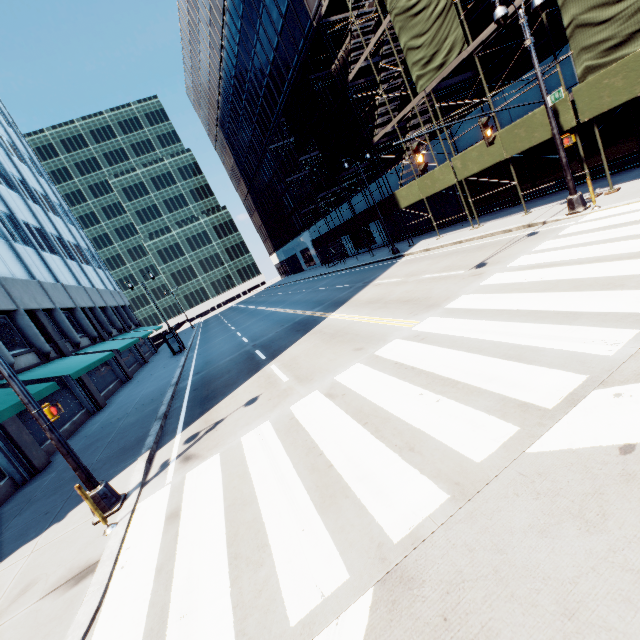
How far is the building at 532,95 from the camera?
15.5 meters

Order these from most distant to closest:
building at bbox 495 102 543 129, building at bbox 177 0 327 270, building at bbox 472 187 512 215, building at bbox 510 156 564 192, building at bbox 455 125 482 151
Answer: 1. building at bbox 177 0 327 270
2. building at bbox 472 187 512 215
3. building at bbox 455 125 482 151
4. building at bbox 510 156 564 192
5. building at bbox 495 102 543 129

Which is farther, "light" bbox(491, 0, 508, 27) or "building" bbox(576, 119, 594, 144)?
"building" bbox(576, 119, 594, 144)

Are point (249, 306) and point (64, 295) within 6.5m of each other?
no

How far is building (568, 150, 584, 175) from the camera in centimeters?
1534cm

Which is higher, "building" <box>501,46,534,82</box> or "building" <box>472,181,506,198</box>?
"building" <box>501,46,534,82</box>

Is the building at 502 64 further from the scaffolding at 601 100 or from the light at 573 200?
the light at 573 200

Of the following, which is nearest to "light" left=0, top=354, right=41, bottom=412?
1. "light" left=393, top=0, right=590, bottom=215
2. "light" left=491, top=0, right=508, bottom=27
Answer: "light" left=393, top=0, right=590, bottom=215
